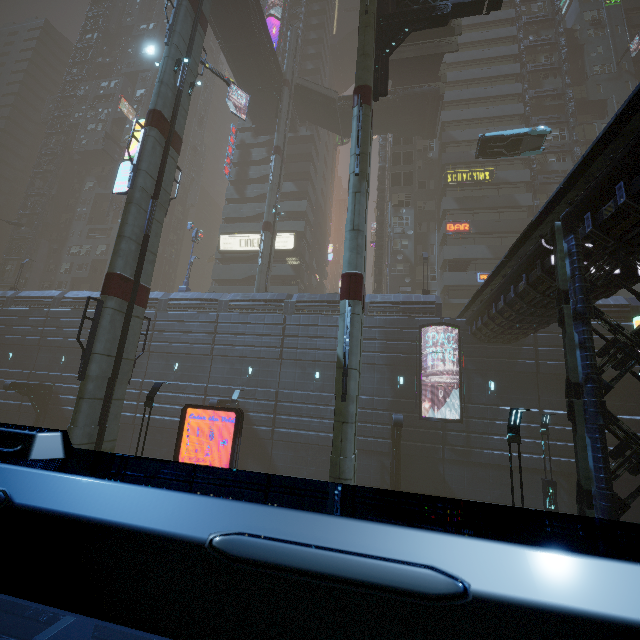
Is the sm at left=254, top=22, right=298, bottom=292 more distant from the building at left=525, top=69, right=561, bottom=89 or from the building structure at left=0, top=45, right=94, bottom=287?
the building structure at left=0, top=45, right=94, bottom=287

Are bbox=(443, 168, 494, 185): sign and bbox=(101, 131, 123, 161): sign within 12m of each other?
no

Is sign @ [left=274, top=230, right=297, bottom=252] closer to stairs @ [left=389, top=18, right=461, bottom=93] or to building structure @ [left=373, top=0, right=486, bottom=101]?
building structure @ [left=373, top=0, right=486, bottom=101]

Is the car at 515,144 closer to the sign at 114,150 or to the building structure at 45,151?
the sign at 114,150

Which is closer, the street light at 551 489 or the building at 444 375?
the street light at 551 489

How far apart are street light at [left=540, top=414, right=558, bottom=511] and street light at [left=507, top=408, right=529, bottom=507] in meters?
7.7

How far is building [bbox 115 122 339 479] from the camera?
23.72m

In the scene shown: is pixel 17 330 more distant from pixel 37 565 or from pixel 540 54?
pixel 540 54
